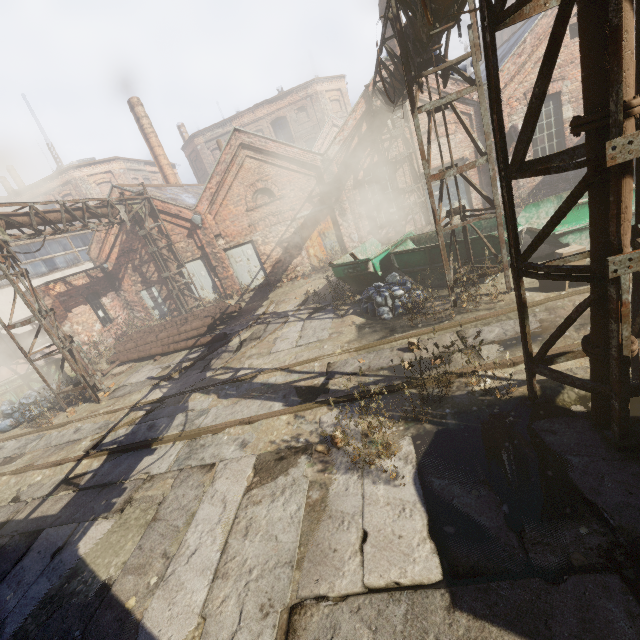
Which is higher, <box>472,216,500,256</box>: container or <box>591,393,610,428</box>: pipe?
<box>472,216,500,256</box>: container

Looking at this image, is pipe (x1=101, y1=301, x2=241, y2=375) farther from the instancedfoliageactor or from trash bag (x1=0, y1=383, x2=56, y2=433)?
the instancedfoliageactor

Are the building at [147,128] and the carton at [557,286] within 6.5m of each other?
no

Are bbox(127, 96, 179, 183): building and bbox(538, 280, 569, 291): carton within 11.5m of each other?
no

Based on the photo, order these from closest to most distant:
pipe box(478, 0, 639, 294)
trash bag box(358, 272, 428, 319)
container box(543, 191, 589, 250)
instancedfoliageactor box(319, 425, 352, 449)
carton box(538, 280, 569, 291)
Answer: pipe box(478, 0, 639, 294), instancedfoliageactor box(319, 425, 352, 449), carton box(538, 280, 569, 291), container box(543, 191, 589, 250), trash bag box(358, 272, 428, 319)

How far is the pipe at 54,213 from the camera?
10.90m

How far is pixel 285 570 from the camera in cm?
361

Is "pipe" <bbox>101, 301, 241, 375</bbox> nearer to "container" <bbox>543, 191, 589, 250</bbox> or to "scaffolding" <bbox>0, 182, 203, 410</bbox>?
"scaffolding" <bbox>0, 182, 203, 410</bbox>
